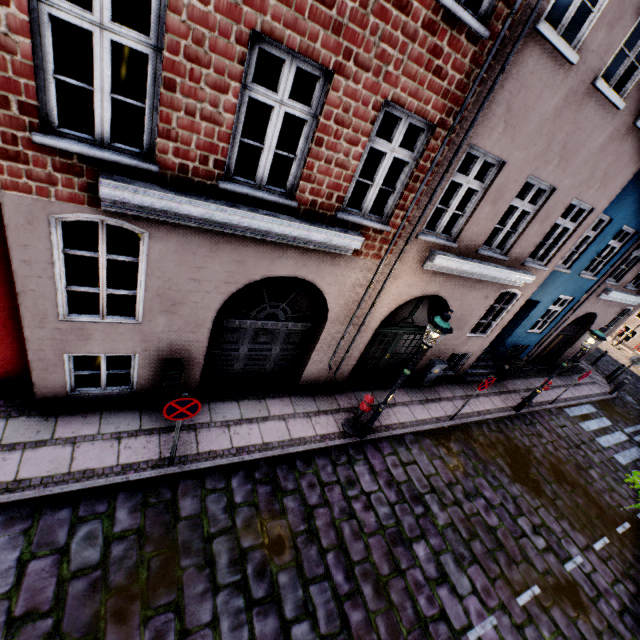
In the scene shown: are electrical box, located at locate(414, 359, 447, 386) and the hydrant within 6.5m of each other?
yes

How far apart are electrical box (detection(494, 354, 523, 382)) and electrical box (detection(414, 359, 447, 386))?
3.8m

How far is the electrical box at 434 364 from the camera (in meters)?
10.09

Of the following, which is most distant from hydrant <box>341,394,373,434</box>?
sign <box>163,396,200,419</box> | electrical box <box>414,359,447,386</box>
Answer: sign <box>163,396,200,419</box>

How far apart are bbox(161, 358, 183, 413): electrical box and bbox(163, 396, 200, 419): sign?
1.2 meters

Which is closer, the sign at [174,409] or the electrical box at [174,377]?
the sign at [174,409]

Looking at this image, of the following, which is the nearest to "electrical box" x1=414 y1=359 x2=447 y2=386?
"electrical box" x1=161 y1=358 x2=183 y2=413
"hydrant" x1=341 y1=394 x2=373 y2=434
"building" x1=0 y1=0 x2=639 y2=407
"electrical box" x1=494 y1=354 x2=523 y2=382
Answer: "building" x1=0 y1=0 x2=639 y2=407

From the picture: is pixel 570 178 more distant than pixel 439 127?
Yes
